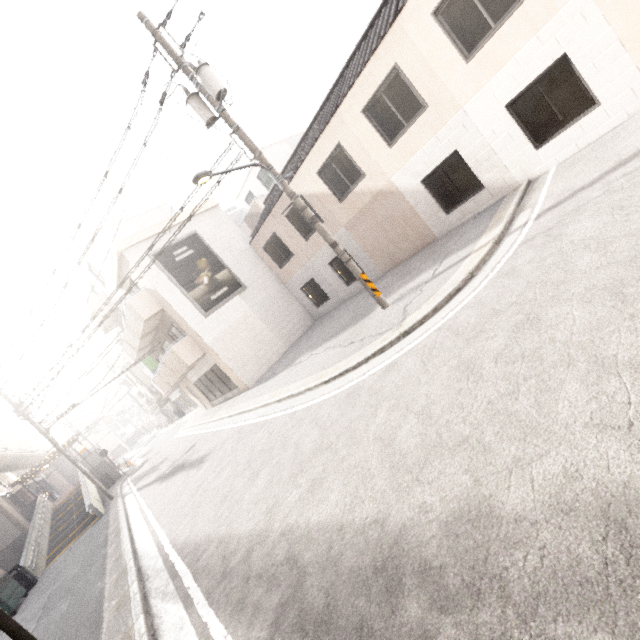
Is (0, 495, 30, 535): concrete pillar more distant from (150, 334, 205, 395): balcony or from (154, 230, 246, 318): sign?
(154, 230, 246, 318): sign

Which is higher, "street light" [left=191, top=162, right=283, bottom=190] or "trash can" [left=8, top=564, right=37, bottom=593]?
"street light" [left=191, top=162, right=283, bottom=190]

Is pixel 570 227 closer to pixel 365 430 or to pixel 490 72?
pixel 365 430

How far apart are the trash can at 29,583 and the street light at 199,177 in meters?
17.5 m

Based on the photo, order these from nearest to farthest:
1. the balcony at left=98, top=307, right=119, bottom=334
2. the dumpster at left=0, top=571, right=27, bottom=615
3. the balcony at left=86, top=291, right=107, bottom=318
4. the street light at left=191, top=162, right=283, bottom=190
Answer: the street light at left=191, top=162, right=283, bottom=190 < the dumpster at left=0, top=571, right=27, bottom=615 < the balcony at left=86, top=291, right=107, bottom=318 < the balcony at left=98, top=307, right=119, bottom=334

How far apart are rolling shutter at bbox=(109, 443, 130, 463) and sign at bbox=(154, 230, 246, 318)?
49.79m

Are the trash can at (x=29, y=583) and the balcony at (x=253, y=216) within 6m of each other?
no

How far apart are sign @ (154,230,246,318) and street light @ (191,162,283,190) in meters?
9.0
